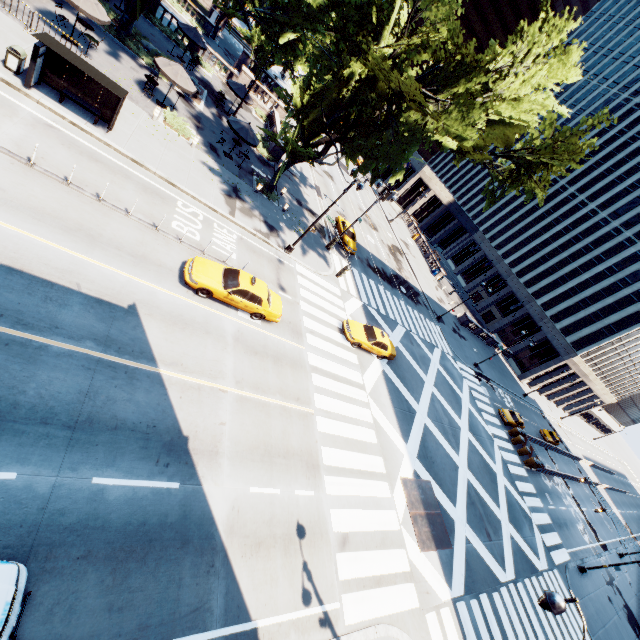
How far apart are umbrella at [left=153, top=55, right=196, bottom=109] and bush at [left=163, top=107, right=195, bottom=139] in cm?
156

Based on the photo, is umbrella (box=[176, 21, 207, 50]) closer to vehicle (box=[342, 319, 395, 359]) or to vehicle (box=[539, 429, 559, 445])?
vehicle (box=[342, 319, 395, 359])

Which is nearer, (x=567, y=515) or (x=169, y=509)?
(x=169, y=509)

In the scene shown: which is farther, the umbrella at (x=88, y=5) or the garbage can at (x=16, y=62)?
the umbrella at (x=88, y=5)

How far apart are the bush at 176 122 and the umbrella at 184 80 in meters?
1.6

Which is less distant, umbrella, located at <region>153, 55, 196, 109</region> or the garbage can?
the garbage can

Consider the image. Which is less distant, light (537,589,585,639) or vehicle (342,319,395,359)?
light (537,589,585,639)

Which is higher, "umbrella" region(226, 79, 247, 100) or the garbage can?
"umbrella" region(226, 79, 247, 100)
